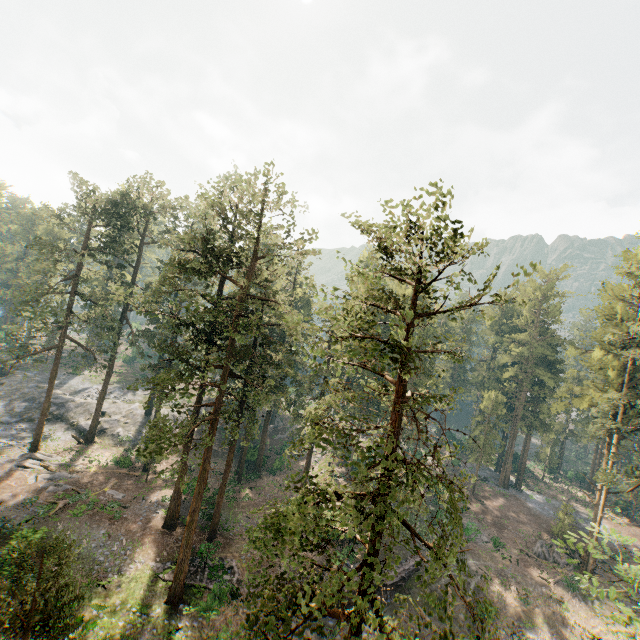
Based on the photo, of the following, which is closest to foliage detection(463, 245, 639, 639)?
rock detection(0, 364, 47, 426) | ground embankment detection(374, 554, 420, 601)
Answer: rock detection(0, 364, 47, 426)

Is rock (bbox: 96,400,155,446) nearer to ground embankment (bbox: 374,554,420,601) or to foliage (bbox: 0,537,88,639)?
foliage (bbox: 0,537,88,639)

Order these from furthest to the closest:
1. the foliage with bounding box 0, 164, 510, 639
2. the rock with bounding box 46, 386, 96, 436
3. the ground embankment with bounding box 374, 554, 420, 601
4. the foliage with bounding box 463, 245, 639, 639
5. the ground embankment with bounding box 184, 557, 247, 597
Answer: the rock with bounding box 46, 386, 96, 436, the foliage with bounding box 463, 245, 639, 639, the ground embankment with bounding box 374, 554, 420, 601, the ground embankment with bounding box 184, 557, 247, 597, the foliage with bounding box 0, 164, 510, 639

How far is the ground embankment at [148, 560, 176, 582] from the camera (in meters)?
23.05

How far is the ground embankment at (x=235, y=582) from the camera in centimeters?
2292cm

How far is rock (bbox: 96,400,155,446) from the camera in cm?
4122

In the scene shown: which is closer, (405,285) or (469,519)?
(405,285)
